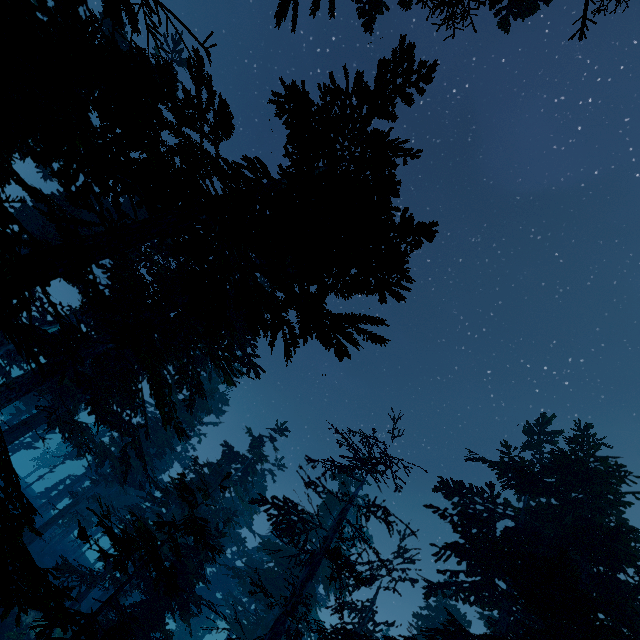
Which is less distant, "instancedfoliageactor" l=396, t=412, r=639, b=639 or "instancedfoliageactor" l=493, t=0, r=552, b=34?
"instancedfoliageactor" l=396, t=412, r=639, b=639

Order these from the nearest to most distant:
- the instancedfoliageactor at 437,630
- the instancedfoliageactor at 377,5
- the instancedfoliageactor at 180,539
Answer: the instancedfoliageactor at 180,539 → the instancedfoliageactor at 437,630 → the instancedfoliageactor at 377,5

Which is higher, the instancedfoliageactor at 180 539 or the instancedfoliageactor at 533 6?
the instancedfoliageactor at 533 6

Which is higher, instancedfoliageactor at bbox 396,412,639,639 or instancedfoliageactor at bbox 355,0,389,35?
instancedfoliageactor at bbox 355,0,389,35

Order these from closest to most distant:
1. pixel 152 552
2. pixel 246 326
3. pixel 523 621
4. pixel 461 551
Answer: pixel 152 552
pixel 523 621
pixel 461 551
pixel 246 326

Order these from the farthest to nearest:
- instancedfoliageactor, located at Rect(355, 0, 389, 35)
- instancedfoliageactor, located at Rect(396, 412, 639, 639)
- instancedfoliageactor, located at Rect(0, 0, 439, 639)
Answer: instancedfoliageactor, located at Rect(355, 0, 389, 35), instancedfoliageactor, located at Rect(396, 412, 639, 639), instancedfoliageactor, located at Rect(0, 0, 439, 639)
